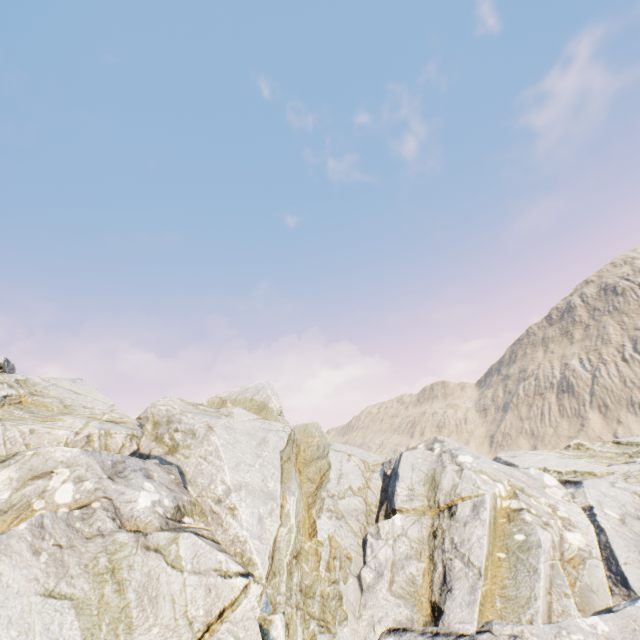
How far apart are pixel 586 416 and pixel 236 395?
65.1m
